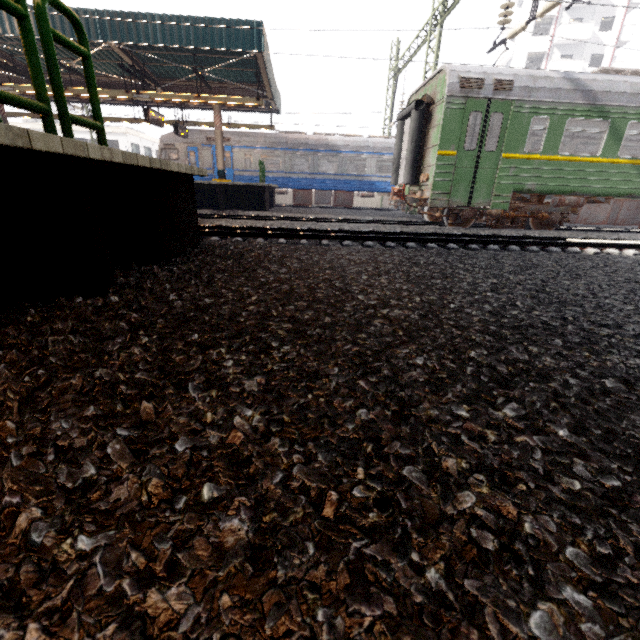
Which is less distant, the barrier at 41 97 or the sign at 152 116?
the barrier at 41 97

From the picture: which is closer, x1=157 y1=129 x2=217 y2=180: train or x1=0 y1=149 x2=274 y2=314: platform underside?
x1=0 y1=149 x2=274 y2=314: platform underside

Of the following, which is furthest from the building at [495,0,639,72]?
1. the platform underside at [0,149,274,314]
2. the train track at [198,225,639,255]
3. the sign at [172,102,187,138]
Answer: the platform underside at [0,149,274,314]

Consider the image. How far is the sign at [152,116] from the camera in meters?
12.9

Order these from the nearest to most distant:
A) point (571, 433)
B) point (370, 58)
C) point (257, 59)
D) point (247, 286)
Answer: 1. point (571, 433)
2. point (247, 286)
3. point (370, 58)
4. point (257, 59)

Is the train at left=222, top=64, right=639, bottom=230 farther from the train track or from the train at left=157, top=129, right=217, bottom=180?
the train at left=157, top=129, right=217, bottom=180

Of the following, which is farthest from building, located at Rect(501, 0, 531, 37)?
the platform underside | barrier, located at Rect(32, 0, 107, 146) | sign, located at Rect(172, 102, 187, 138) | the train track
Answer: barrier, located at Rect(32, 0, 107, 146)

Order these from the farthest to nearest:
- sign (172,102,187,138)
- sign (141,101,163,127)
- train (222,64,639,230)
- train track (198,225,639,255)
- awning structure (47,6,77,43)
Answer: sign (172,102,187,138) → sign (141,101,163,127) → awning structure (47,6,77,43) → train (222,64,639,230) → train track (198,225,639,255)
